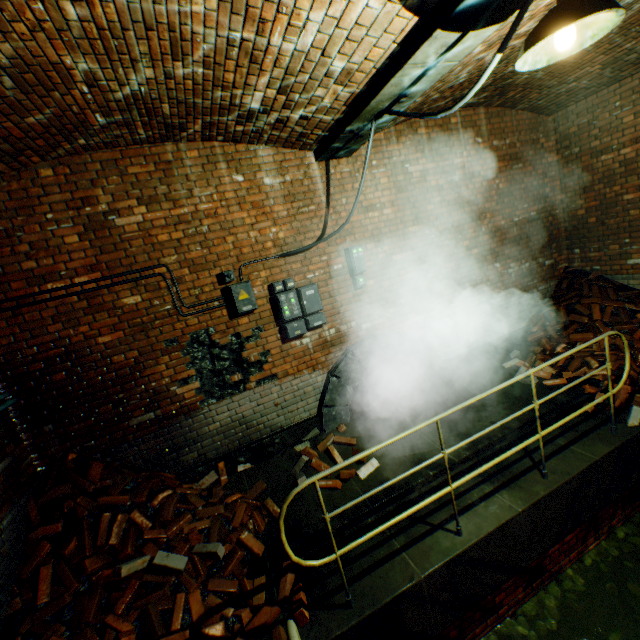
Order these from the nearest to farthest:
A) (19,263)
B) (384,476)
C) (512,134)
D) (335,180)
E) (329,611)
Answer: (329,611) < (19,263) < (384,476) < (335,180) < (512,134)

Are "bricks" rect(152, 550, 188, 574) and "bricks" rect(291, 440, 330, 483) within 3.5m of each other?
yes

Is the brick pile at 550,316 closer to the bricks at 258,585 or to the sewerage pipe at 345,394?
the sewerage pipe at 345,394

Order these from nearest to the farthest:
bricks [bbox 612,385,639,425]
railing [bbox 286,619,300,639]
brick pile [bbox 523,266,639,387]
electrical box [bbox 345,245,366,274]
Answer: railing [bbox 286,619,300,639] → bricks [bbox 612,385,639,425] → electrical box [bbox 345,245,366,274] → brick pile [bbox 523,266,639,387]

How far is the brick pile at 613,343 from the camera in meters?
4.8 m

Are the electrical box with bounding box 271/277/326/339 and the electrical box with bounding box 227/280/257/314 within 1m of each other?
yes

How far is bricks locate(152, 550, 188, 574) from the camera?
3.2 meters

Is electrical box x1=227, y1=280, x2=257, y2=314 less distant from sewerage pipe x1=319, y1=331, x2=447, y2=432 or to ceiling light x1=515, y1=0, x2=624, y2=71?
sewerage pipe x1=319, y1=331, x2=447, y2=432
